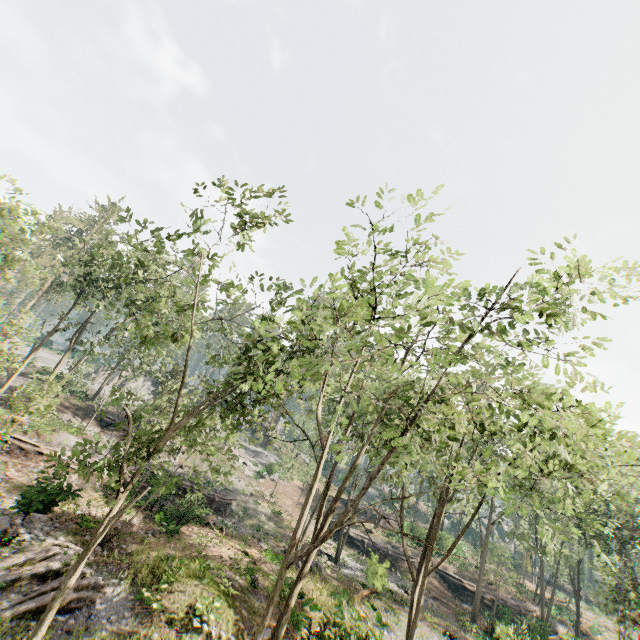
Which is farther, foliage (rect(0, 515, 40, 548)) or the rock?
the rock

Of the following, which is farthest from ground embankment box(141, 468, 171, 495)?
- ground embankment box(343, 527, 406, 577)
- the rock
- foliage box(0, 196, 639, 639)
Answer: the rock

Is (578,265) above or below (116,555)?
above

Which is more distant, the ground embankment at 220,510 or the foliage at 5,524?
the ground embankment at 220,510

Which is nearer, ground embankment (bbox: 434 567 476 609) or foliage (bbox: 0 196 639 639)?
foliage (bbox: 0 196 639 639)

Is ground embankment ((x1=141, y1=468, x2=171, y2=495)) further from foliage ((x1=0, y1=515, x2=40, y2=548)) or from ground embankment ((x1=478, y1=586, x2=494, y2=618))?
ground embankment ((x1=478, y1=586, x2=494, y2=618))

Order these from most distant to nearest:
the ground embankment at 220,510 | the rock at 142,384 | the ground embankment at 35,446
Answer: the rock at 142,384 < the ground embankment at 220,510 < the ground embankment at 35,446

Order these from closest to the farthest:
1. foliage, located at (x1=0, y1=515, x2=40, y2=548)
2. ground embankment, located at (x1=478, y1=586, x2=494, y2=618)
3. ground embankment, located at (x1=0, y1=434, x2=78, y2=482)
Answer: foliage, located at (x1=0, y1=515, x2=40, y2=548), ground embankment, located at (x1=0, y1=434, x2=78, y2=482), ground embankment, located at (x1=478, y1=586, x2=494, y2=618)
